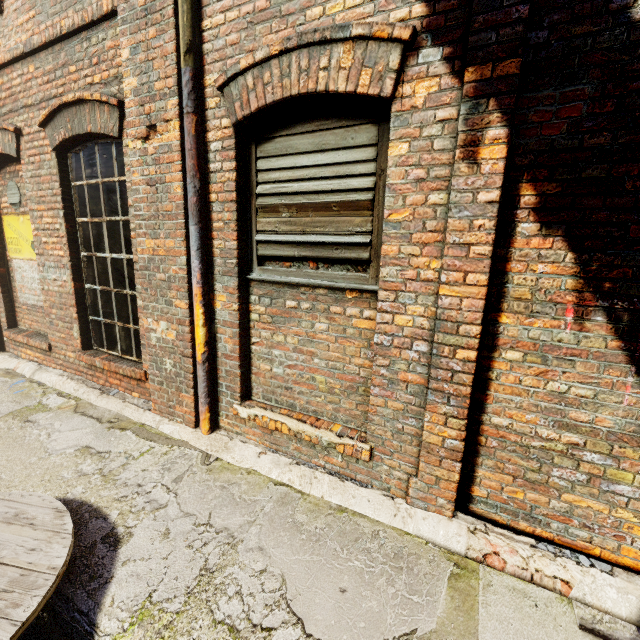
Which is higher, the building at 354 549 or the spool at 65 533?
the spool at 65 533

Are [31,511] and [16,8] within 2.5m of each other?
no

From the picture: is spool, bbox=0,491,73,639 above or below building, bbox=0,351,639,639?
above
